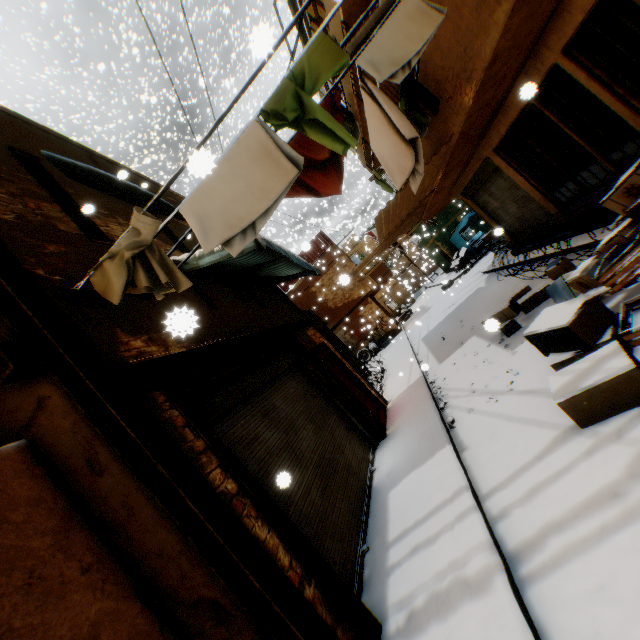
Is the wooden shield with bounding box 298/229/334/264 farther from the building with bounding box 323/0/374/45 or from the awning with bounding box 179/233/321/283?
the awning with bounding box 179/233/321/283

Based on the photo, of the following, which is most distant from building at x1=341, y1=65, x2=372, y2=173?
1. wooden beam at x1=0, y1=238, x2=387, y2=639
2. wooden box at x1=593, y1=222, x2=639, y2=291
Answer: wooden box at x1=593, y1=222, x2=639, y2=291

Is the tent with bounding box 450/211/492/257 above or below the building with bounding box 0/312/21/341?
below

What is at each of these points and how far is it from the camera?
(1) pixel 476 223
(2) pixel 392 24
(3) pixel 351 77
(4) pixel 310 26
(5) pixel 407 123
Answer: (1) tent, 23.1m
(2) clothes, 3.3m
(3) building, 7.5m
(4) building, 7.4m
(5) dryer, 4.1m

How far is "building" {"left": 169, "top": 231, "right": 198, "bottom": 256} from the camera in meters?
5.8 m

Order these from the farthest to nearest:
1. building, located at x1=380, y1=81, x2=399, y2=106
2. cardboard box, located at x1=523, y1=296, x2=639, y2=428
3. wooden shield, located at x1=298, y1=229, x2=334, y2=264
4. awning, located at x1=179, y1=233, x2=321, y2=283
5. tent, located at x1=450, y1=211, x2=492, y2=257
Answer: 1. wooden shield, located at x1=298, y1=229, x2=334, y2=264
2. tent, located at x1=450, y1=211, x2=492, y2=257
3. building, located at x1=380, y1=81, x2=399, y2=106
4. awning, located at x1=179, y1=233, x2=321, y2=283
5. cardboard box, located at x1=523, y1=296, x2=639, y2=428

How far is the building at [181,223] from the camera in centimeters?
567cm

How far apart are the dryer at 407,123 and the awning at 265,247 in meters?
1.6 m
